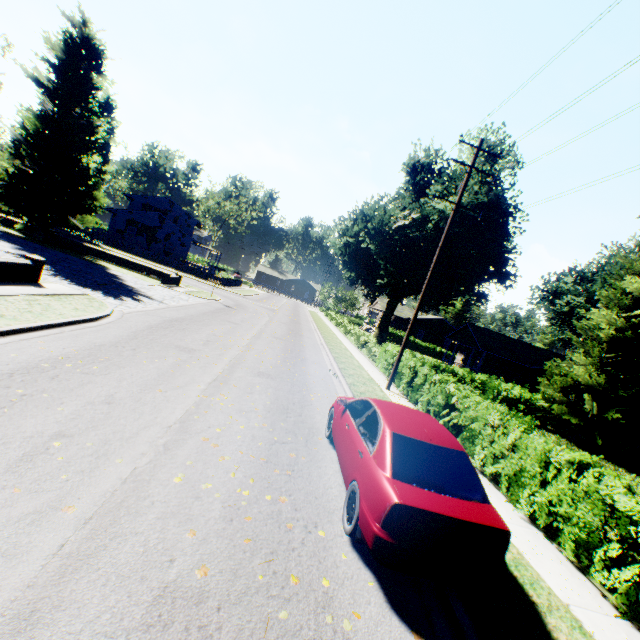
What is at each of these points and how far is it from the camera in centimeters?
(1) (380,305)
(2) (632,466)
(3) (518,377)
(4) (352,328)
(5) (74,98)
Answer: (1) house, 5484cm
(2) plant, 1772cm
(3) house, 3841cm
(4) hedge, 3353cm
(5) plant, 2280cm

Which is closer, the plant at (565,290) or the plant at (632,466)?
the plant at (632,466)

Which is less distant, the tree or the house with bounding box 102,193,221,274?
the tree

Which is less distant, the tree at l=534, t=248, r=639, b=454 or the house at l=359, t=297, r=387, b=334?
the tree at l=534, t=248, r=639, b=454

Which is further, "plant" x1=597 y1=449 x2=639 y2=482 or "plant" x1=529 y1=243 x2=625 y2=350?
"plant" x1=529 y1=243 x2=625 y2=350

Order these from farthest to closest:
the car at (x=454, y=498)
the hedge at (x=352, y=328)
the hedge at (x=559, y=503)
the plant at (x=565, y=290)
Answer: the plant at (x=565, y=290) → the hedge at (x=352, y=328) → the hedge at (x=559, y=503) → the car at (x=454, y=498)

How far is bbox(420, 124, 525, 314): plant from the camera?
27.89m

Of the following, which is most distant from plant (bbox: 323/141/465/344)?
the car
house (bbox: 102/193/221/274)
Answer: the car
